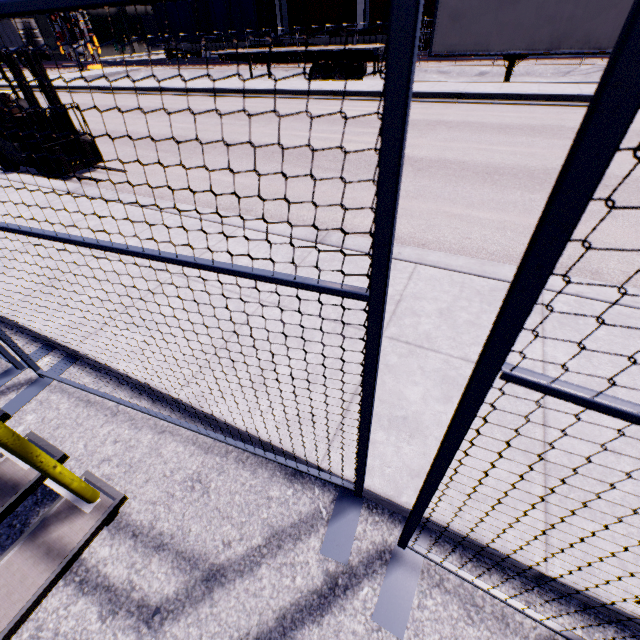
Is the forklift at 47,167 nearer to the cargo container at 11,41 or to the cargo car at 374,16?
the cargo car at 374,16

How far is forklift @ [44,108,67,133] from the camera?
6.6m

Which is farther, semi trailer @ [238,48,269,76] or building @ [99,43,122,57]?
building @ [99,43,122,57]

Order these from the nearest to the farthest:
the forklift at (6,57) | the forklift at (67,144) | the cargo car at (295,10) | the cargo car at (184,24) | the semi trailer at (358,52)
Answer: the forklift at (6,57) < the forklift at (67,144) < the semi trailer at (358,52) < the cargo car at (295,10) < the cargo car at (184,24)

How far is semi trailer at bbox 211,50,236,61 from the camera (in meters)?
18.27

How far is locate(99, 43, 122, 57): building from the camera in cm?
4591

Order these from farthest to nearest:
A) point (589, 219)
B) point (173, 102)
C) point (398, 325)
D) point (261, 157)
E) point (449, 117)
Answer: point (173, 102)
point (449, 117)
point (261, 157)
point (589, 219)
point (398, 325)

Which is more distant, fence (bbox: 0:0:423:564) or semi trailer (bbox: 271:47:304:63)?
semi trailer (bbox: 271:47:304:63)
